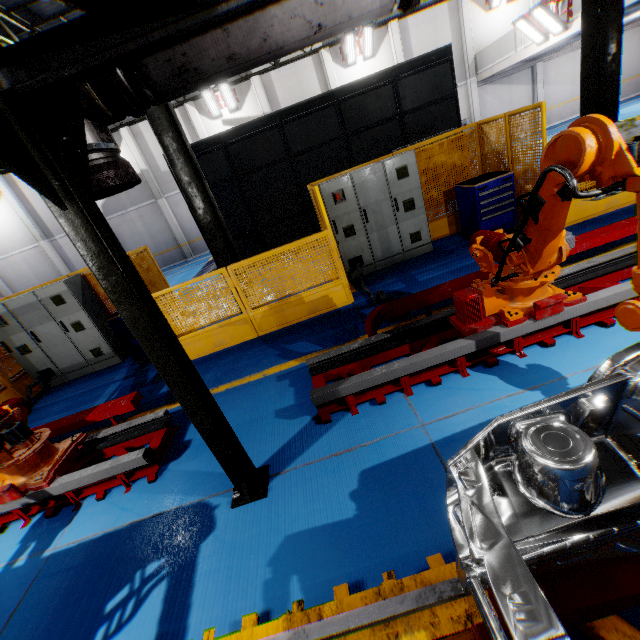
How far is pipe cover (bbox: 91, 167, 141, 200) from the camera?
2.12m

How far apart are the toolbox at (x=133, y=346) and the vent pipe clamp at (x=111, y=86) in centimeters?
500cm

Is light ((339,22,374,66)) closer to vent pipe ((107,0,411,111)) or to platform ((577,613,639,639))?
vent pipe ((107,0,411,111))

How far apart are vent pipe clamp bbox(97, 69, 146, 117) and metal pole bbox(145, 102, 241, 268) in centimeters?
387cm

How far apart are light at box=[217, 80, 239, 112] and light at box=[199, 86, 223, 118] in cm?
10

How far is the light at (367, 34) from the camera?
16.7 meters

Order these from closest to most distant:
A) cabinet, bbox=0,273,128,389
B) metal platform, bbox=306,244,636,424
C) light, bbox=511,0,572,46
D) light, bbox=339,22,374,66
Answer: metal platform, bbox=306,244,636,424, cabinet, bbox=0,273,128,389, light, bbox=511,0,572,46, light, bbox=339,22,374,66

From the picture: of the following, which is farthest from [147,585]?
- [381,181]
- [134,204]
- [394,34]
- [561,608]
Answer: [394,34]
